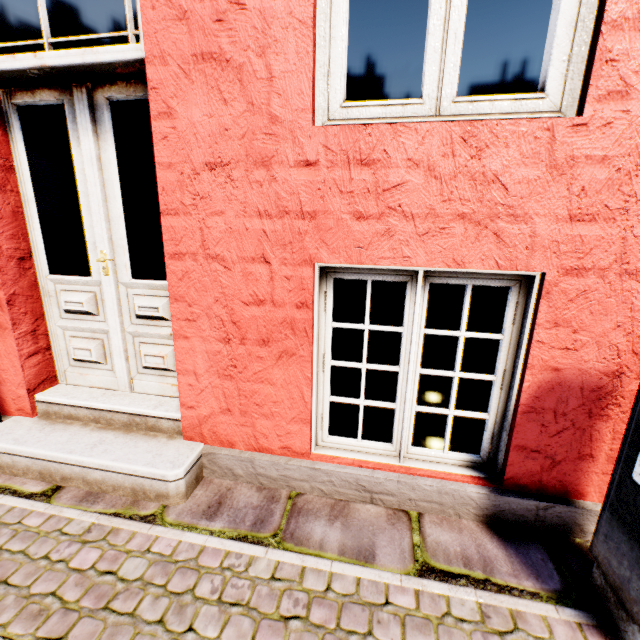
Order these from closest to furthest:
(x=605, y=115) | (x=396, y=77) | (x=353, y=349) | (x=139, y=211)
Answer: (x=605, y=115) < (x=139, y=211) < (x=353, y=349) < (x=396, y=77)
